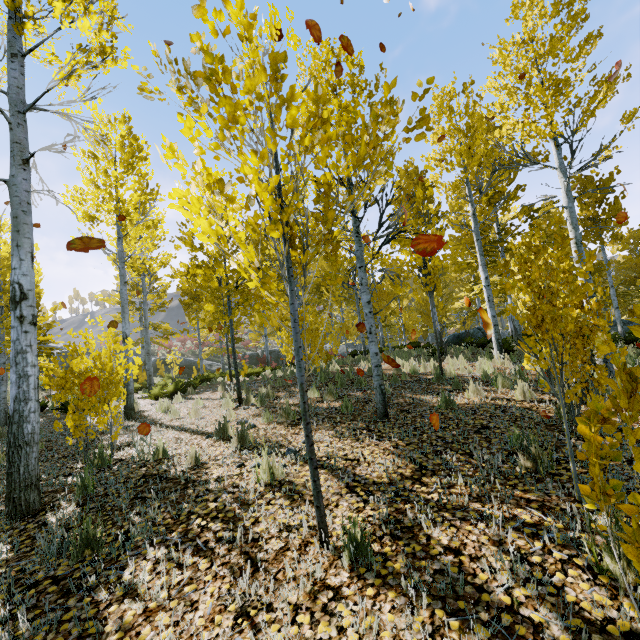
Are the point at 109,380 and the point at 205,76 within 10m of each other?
yes

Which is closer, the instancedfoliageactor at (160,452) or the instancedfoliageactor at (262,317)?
the instancedfoliageactor at (262,317)

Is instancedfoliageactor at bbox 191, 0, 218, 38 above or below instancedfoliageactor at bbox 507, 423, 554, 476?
above

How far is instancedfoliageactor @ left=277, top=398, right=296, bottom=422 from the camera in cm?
597

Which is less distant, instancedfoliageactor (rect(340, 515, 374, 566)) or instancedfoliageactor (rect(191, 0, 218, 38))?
instancedfoliageactor (rect(191, 0, 218, 38))

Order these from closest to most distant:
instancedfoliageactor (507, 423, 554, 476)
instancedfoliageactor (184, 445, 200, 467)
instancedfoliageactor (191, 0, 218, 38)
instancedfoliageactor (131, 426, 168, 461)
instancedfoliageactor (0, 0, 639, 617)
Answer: instancedfoliageactor (191, 0, 218, 38) < instancedfoliageactor (0, 0, 639, 617) < instancedfoliageactor (507, 423, 554, 476) < instancedfoliageactor (184, 445, 200, 467) < instancedfoliageactor (131, 426, 168, 461)

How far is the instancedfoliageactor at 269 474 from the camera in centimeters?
361cm
